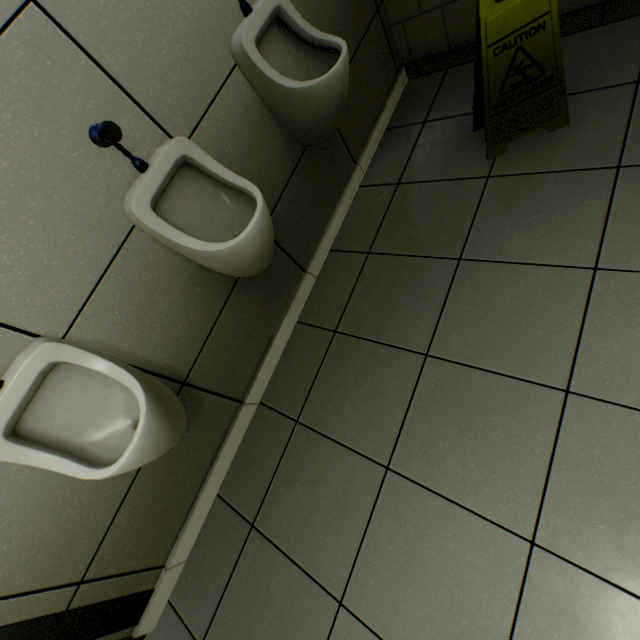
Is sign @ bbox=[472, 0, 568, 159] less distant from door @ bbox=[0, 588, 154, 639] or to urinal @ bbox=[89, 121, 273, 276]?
urinal @ bbox=[89, 121, 273, 276]

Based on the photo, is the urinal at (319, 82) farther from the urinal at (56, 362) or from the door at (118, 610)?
the door at (118, 610)

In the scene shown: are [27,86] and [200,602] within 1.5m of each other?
no

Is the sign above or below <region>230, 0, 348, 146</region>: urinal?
below

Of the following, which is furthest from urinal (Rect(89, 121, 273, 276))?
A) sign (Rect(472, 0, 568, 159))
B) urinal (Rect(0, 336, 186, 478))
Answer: sign (Rect(472, 0, 568, 159))

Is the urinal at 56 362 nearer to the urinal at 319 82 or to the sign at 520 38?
the urinal at 319 82

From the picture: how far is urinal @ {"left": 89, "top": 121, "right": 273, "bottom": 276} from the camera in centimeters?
107cm

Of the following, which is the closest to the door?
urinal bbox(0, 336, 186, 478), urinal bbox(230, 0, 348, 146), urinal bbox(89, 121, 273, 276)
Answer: urinal bbox(0, 336, 186, 478)
